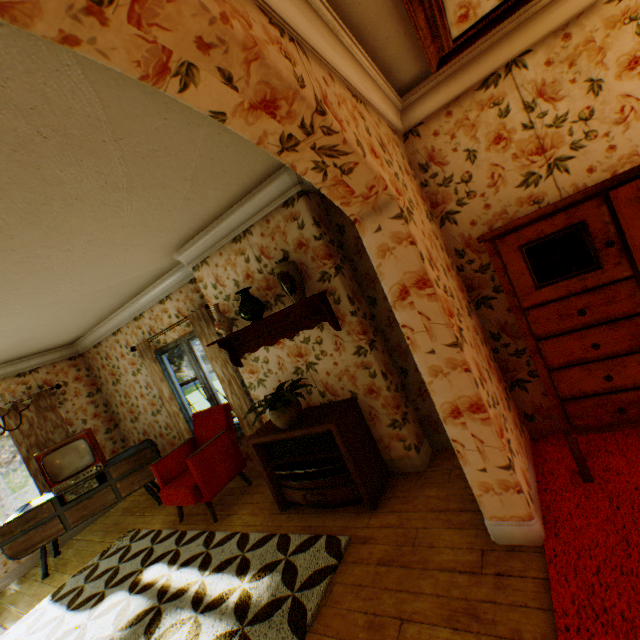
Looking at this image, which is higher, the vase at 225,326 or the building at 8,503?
the vase at 225,326

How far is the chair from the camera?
3.9m

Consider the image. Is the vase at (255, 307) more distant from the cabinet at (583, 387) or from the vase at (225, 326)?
the cabinet at (583, 387)

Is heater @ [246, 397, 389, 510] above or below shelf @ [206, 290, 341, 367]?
below

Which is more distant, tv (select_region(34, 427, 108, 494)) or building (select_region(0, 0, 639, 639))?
tv (select_region(34, 427, 108, 494))

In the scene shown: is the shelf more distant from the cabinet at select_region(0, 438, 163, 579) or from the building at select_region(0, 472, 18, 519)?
the cabinet at select_region(0, 438, 163, 579)

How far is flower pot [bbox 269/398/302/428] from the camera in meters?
3.2 m

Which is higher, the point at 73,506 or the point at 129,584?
the point at 73,506
